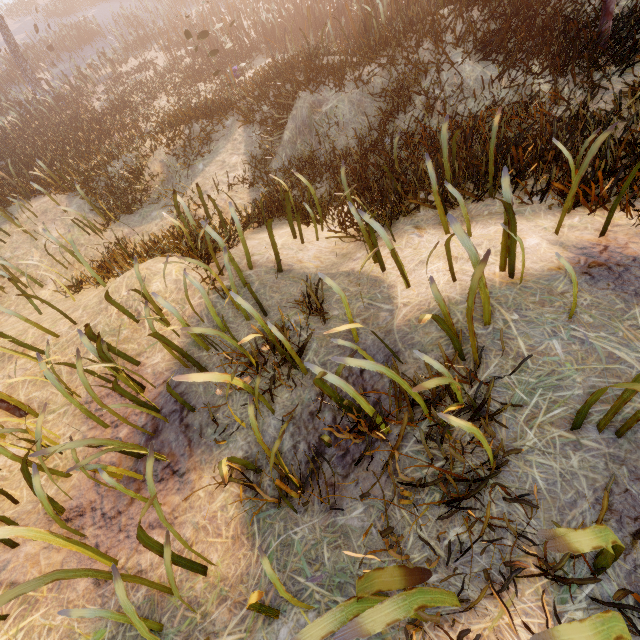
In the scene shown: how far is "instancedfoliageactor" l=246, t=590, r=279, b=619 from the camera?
1.4 meters

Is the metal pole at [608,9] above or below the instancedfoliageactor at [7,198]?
below

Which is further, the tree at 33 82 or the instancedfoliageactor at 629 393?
the tree at 33 82

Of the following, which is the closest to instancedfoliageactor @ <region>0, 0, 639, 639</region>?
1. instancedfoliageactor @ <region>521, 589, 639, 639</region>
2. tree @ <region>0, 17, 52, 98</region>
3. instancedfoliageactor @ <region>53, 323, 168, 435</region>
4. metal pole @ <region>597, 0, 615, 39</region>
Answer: instancedfoliageactor @ <region>53, 323, 168, 435</region>

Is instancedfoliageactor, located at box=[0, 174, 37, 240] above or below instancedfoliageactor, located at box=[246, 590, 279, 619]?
above

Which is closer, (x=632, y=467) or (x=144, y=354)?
(x=632, y=467)

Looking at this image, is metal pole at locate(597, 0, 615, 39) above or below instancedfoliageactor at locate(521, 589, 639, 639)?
below

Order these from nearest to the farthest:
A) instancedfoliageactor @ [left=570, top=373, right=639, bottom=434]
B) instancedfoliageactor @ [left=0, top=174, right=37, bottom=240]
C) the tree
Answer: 1. instancedfoliageactor @ [left=570, top=373, right=639, bottom=434]
2. instancedfoliageactor @ [left=0, top=174, right=37, bottom=240]
3. the tree
